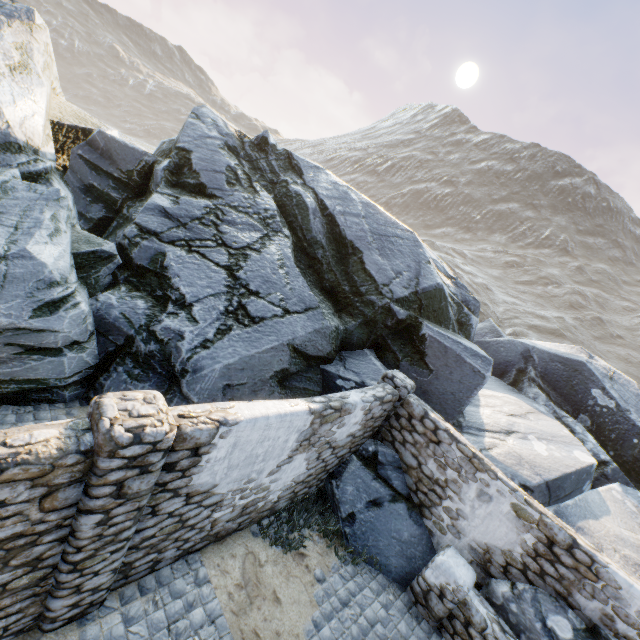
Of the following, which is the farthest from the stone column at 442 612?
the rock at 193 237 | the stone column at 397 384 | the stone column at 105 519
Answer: the stone column at 105 519

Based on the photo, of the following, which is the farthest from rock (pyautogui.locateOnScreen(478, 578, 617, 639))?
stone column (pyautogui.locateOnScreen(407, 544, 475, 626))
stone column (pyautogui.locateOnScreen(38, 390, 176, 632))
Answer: stone column (pyautogui.locateOnScreen(38, 390, 176, 632))

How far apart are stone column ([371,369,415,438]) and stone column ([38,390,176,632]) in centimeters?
535cm

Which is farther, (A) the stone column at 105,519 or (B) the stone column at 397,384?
(B) the stone column at 397,384

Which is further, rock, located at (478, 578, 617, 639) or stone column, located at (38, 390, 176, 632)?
rock, located at (478, 578, 617, 639)

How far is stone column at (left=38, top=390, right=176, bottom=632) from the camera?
3.11m

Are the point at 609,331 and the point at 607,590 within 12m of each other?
no

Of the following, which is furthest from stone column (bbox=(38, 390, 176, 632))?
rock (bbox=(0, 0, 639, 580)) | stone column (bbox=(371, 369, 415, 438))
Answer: stone column (bbox=(371, 369, 415, 438))
